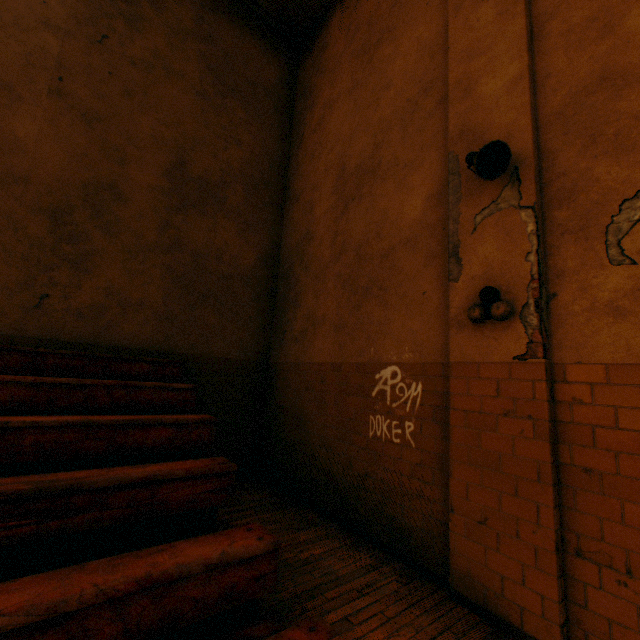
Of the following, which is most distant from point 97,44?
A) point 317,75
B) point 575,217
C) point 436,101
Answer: point 575,217

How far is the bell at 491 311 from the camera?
2.67m

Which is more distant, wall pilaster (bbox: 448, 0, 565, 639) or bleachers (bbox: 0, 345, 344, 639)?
wall pilaster (bbox: 448, 0, 565, 639)

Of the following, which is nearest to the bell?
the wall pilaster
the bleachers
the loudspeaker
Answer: the wall pilaster

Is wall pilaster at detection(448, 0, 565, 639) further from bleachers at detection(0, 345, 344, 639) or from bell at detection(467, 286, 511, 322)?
bleachers at detection(0, 345, 344, 639)

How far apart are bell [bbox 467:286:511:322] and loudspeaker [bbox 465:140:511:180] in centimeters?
95cm

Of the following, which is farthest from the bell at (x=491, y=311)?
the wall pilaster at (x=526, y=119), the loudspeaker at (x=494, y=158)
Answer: the loudspeaker at (x=494, y=158)
